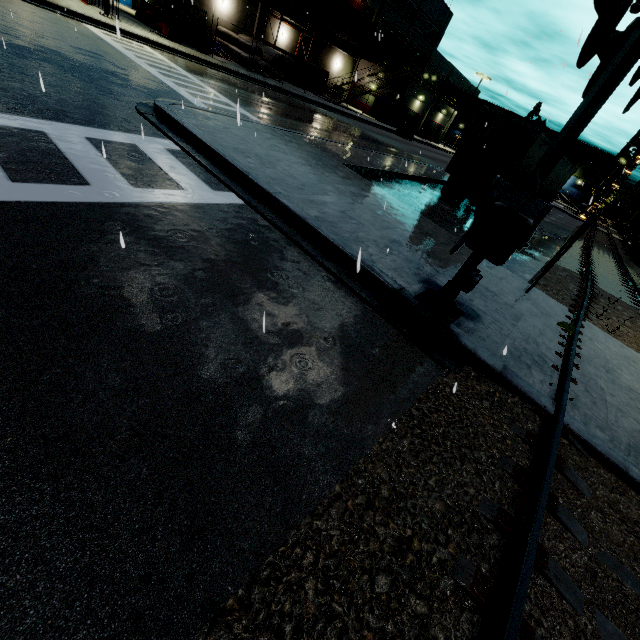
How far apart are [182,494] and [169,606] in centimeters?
57cm

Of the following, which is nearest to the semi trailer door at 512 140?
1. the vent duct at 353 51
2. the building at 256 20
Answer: the vent duct at 353 51

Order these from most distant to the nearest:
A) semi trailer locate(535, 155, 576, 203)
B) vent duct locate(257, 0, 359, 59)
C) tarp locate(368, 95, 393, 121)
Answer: tarp locate(368, 95, 393, 121)
vent duct locate(257, 0, 359, 59)
semi trailer locate(535, 155, 576, 203)

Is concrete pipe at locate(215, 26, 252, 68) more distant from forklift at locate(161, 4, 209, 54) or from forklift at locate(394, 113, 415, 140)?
forklift at locate(394, 113, 415, 140)

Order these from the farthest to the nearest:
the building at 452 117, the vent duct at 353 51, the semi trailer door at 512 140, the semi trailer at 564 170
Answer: the building at 452 117 → the vent duct at 353 51 → the semi trailer at 564 170 → the semi trailer door at 512 140

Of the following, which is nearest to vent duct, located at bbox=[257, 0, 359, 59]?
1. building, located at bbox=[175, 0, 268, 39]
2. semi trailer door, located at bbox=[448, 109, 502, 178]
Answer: building, located at bbox=[175, 0, 268, 39]

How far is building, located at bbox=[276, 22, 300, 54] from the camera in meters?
31.9

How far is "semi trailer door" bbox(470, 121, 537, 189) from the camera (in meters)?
13.04
